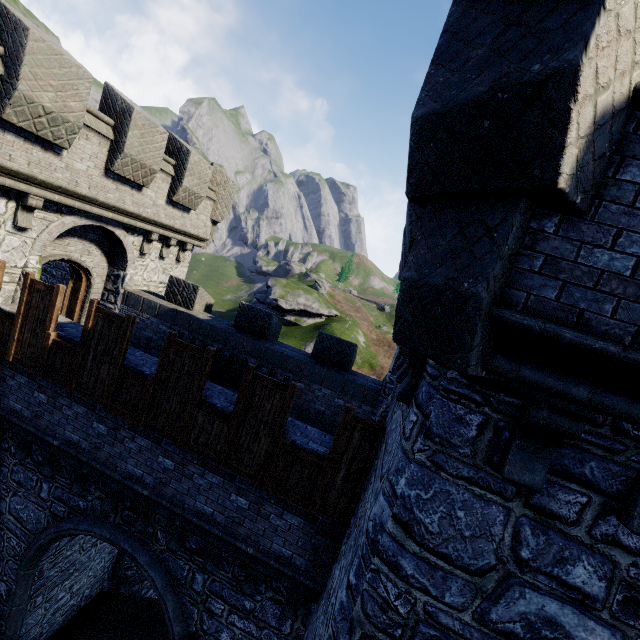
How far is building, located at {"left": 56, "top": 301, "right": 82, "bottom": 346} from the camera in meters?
7.6 m

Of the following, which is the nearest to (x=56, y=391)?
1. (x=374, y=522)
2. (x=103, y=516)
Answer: (x=103, y=516)

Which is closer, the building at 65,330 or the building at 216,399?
the building at 216,399

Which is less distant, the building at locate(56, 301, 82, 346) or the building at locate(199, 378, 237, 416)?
the building at locate(199, 378, 237, 416)

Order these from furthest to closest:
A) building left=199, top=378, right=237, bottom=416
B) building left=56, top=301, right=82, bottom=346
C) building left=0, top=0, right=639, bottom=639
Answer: building left=56, top=301, right=82, bottom=346 < building left=199, top=378, right=237, bottom=416 < building left=0, top=0, right=639, bottom=639

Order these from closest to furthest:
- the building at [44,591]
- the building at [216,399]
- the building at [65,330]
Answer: the building at [44,591] → the building at [216,399] → the building at [65,330]
